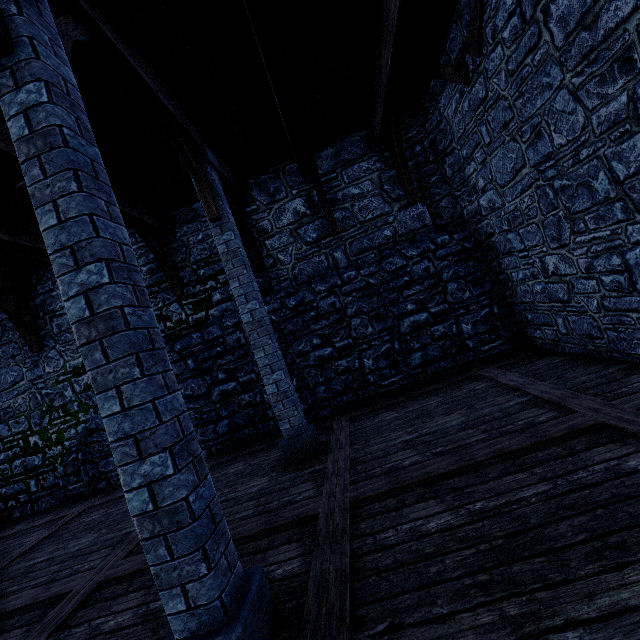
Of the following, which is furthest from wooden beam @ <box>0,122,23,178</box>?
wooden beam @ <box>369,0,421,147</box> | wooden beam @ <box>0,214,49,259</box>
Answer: wooden beam @ <box>369,0,421,147</box>

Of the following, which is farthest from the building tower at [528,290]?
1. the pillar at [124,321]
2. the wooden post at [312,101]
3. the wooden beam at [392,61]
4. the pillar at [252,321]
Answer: the pillar at [124,321]

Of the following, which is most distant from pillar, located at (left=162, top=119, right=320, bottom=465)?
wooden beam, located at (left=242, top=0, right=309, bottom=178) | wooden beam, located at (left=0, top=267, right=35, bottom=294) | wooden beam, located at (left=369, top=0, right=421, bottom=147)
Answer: wooden beam, located at (left=0, top=267, right=35, bottom=294)

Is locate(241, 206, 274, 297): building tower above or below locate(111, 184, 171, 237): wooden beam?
below

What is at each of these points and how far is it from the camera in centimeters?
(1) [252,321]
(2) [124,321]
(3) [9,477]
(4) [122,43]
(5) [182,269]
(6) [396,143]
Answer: (1) pillar, 523cm
(2) pillar, 197cm
(3) building tower, 843cm
(4) wooden beam, 362cm
(5) building tower, 805cm
(6) wooden support, 682cm

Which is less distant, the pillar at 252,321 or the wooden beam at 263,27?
the wooden beam at 263,27

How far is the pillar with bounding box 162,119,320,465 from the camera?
5.1 meters

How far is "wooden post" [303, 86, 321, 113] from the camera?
5.7m
